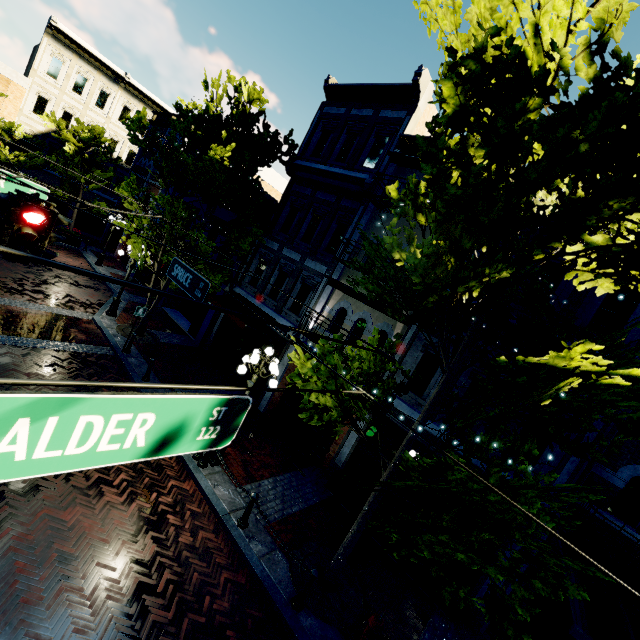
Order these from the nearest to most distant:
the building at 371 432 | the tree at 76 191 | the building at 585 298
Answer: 1. the building at 585 298
2. the building at 371 432
3. the tree at 76 191

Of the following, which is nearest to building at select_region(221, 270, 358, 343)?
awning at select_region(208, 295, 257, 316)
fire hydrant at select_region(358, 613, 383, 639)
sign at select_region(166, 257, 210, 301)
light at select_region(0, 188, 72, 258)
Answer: awning at select_region(208, 295, 257, 316)

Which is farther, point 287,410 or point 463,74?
point 287,410

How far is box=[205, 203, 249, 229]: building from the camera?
17.2 meters

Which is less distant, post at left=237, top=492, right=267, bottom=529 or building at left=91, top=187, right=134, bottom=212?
post at left=237, top=492, right=267, bottom=529

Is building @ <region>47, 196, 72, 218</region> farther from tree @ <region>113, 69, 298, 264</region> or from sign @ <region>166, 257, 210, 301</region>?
sign @ <region>166, 257, 210, 301</region>

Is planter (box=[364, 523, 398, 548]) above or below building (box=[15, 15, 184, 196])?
below

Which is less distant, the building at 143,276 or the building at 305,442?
the building at 305,442
